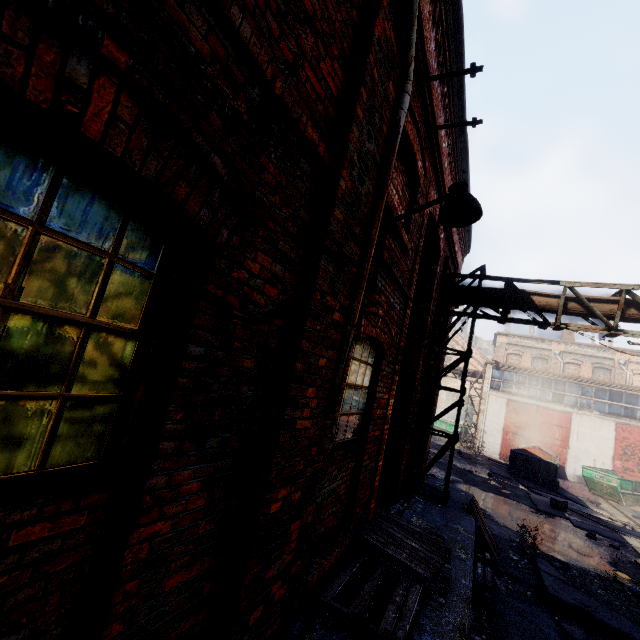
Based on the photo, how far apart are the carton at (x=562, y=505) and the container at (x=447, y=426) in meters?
14.0 m

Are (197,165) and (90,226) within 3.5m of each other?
yes

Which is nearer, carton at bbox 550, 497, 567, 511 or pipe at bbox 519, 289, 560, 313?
pipe at bbox 519, 289, 560, 313

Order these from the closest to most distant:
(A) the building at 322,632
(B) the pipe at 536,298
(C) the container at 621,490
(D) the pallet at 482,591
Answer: (A) the building at 322,632 < (D) the pallet at 482,591 < (B) the pipe at 536,298 < (C) the container at 621,490

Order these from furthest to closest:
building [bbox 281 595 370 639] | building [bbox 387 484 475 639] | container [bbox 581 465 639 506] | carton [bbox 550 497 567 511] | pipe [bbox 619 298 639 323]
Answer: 1. container [bbox 581 465 639 506]
2. carton [bbox 550 497 567 511]
3. pipe [bbox 619 298 639 323]
4. building [bbox 387 484 475 639]
5. building [bbox 281 595 370 639]

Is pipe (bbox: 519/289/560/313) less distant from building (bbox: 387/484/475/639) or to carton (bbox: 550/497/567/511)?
building (bbox: 387/484/475/639)

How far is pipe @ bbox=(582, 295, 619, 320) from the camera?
6.91m

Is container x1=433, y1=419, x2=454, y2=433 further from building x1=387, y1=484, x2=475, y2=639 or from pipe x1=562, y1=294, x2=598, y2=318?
pipe x1=562, y1=294, x2=598, y2=318
